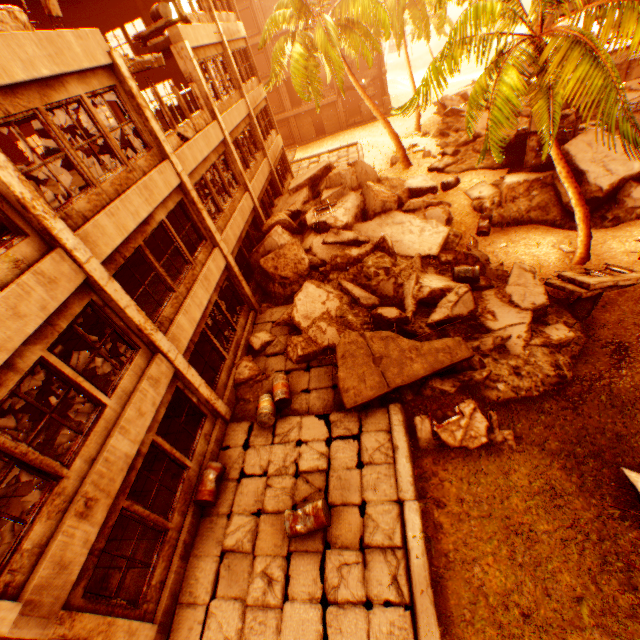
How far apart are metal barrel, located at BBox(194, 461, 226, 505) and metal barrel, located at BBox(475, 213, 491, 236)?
13.5m

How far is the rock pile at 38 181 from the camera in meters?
8.6 m

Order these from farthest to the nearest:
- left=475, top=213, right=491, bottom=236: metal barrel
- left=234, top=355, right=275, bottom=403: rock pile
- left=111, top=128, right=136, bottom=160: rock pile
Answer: left=475, top=213, right=491, bottom=236: metal barrel → left=234, top=355, right=275, bottom=403: rock pile → left=111, top=128, right=136, bottom=160: rock pile

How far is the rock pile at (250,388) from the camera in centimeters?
1062cm

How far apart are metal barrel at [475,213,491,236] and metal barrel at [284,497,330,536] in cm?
1248

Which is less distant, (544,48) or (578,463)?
(578,463)

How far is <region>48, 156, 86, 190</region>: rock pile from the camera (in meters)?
8.70

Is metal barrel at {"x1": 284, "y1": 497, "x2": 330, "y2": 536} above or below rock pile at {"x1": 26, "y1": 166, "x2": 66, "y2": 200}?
below
